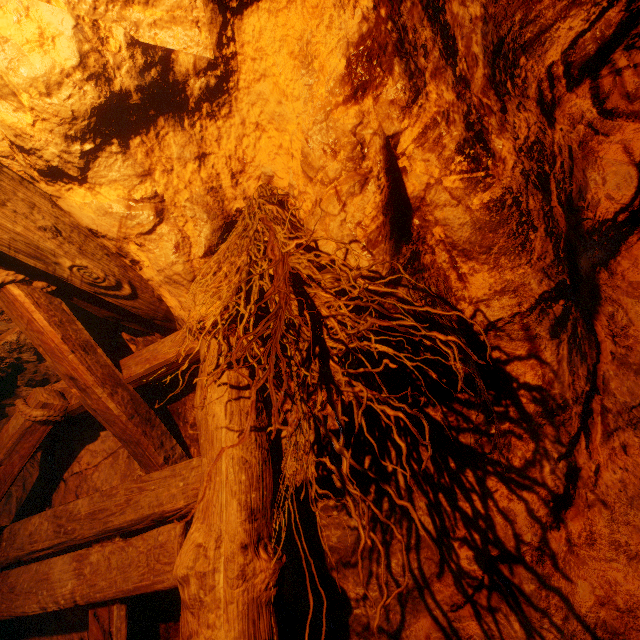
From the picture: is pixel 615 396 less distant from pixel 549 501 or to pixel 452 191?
pixel 549 501
